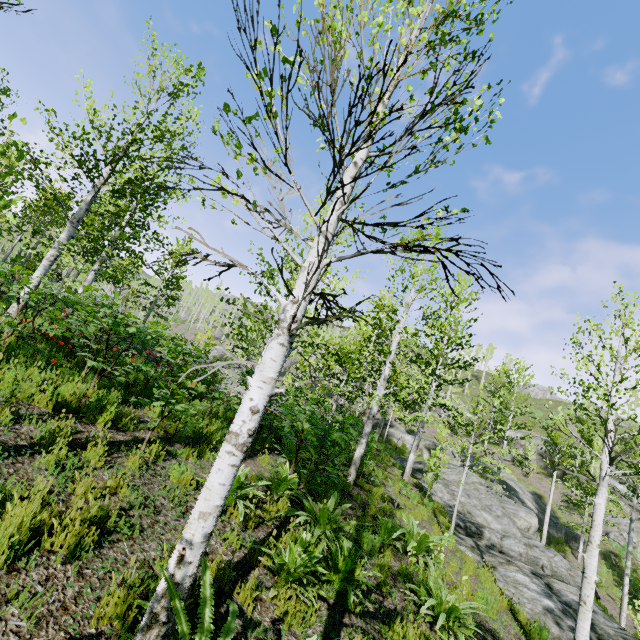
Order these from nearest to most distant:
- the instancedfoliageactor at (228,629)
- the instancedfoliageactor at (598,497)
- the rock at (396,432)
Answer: the instancedfoliageactor at (228,629) → the instancedfoliageactor at (598,497) → the rock at (396,432)

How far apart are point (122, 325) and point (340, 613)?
5.5m

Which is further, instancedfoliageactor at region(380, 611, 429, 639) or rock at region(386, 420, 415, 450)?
rock at region(386, 420, 415, 450)

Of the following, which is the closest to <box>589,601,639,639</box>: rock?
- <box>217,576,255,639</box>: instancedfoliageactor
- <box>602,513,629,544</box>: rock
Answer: <box>217,576,255,639</box>: instancedfoliageactor

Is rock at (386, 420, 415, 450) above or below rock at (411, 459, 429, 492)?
above

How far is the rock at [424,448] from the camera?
33.66m

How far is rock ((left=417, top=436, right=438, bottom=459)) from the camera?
33.66m

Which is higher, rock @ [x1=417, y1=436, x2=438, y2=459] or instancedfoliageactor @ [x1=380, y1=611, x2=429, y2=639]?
rock @ [x1=417, y1=436, x2=438, y2=459]
